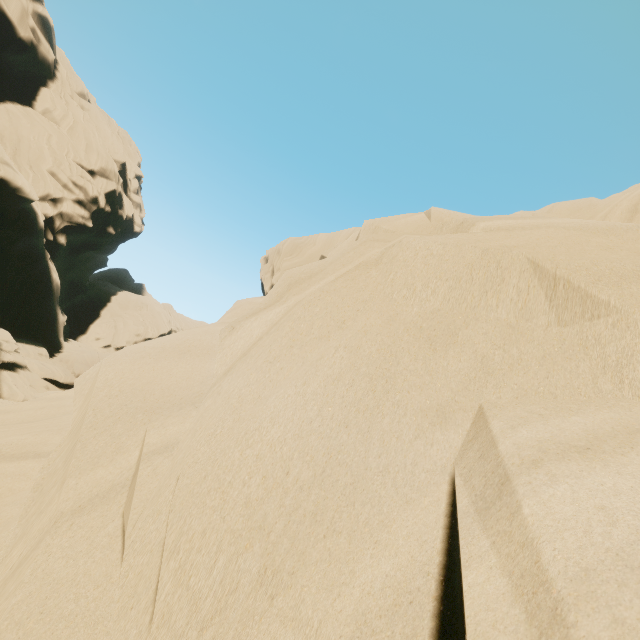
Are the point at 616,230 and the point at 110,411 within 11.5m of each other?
yes
